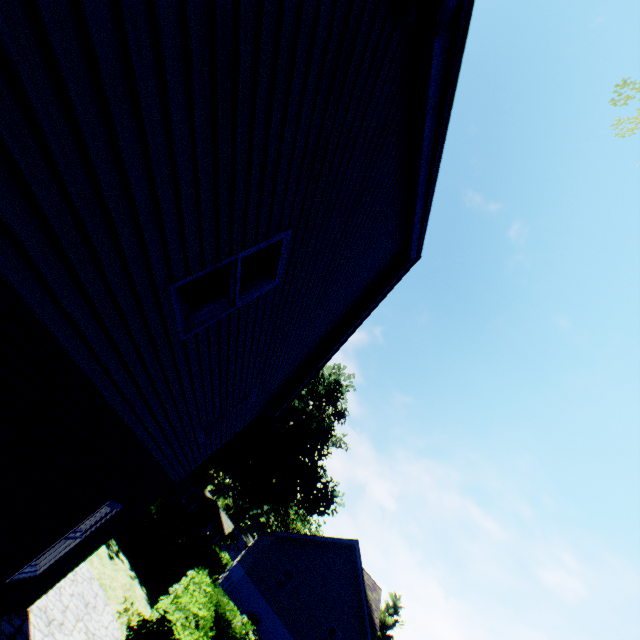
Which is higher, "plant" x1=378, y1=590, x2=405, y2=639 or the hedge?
"plant" x1=378, y1=590, x2=405, y2=639

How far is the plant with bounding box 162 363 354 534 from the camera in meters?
34.1 m

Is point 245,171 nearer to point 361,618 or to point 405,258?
point 405,258

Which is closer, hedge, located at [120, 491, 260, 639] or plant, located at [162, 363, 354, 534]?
hedge, located at [120, 491, 260, 639]

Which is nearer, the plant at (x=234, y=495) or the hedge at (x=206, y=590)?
the hedge at (x=206, y=590)

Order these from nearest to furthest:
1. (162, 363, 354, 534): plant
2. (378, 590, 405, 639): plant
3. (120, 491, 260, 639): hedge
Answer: (120, 491, 260, 639): hedge → (162, 363, 354, 534): plant → (378, 590, 405, 639): plant

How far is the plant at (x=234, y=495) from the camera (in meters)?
34.12
